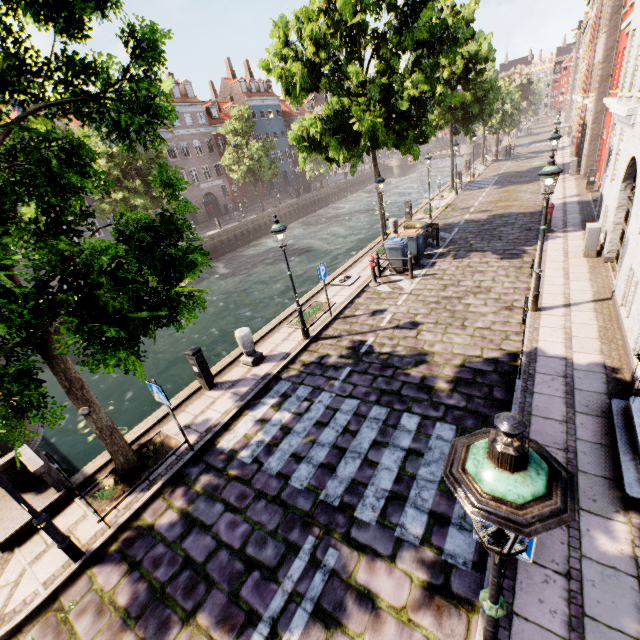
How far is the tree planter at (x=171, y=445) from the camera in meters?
6.2 m

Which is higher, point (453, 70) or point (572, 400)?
point (453, 70)

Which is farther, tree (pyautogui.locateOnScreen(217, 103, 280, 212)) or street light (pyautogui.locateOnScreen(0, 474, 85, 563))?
tree (pyautogui.locateOnScreen(217, 103, 280, 212))

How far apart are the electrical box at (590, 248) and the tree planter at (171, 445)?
13.9 meters

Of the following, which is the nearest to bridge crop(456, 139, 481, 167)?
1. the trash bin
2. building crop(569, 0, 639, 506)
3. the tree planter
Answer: building crop(569, 0, 639, 506)

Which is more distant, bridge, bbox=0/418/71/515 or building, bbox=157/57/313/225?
building, bbox=157/57/313/225

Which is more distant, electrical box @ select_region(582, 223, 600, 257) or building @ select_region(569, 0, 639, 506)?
electrical box @ select_region(582, 223, 600, 257)

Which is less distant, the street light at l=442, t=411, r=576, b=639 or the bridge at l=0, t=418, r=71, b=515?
the street light at l=442, t=411, r=576, b=639
